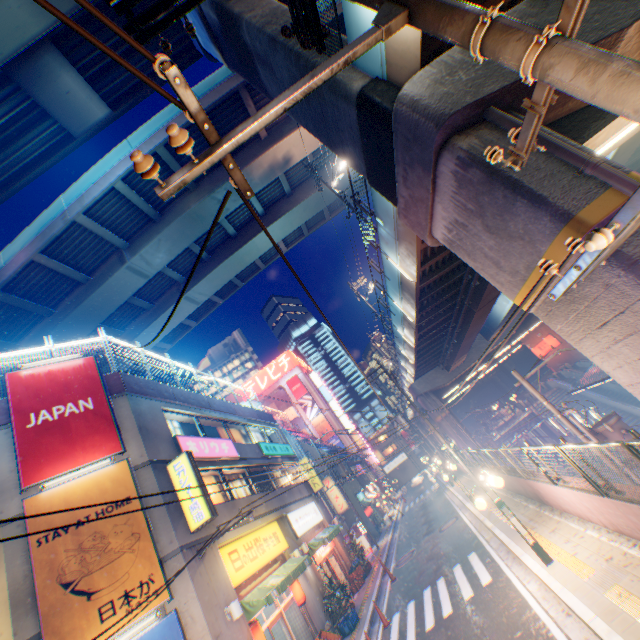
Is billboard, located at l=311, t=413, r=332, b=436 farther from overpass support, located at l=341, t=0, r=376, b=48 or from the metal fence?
overpass support, located at l=341, t=0, r=376, b=48

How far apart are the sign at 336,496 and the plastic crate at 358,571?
9.50m

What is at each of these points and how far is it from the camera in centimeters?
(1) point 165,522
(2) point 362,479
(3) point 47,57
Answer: (1) building, 1023cm
(2) balcony, 3678cm
(3) overpass support, 1449cm

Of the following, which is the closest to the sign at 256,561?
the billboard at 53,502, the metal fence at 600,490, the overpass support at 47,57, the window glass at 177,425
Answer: the billboard at 53,502

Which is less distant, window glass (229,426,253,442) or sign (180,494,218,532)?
sign (180,494,218,532)

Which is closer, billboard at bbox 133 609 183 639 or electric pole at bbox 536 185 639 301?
electric pole at bbox 536 185 639 301

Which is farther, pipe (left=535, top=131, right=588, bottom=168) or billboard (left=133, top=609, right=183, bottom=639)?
billboard (left=133, top=609, right=183, bottom=639)

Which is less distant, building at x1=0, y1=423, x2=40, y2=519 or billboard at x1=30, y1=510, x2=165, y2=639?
billboard at x1=30, y1=510, x2=165, y2=639
